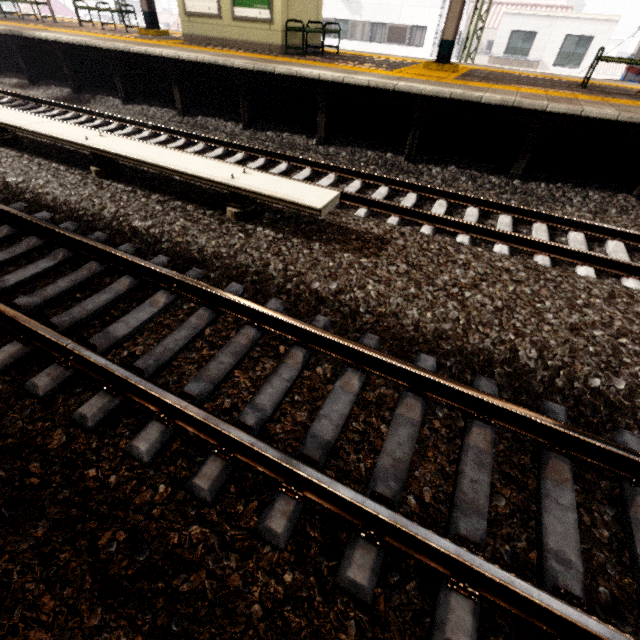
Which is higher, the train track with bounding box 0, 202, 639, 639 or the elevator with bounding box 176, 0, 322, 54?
the elevator with bounding box 176, 0, 322, 54

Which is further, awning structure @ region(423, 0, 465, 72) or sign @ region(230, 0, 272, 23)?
sign @ region(230, 0, 272, 23)

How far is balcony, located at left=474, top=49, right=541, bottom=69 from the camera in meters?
19.4

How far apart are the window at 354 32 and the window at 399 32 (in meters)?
1.09

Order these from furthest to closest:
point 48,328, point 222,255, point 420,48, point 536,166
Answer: point 420,48
point 536,166
point 222,255
point 48,328

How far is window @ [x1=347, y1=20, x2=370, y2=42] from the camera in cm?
2403

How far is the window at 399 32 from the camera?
23.2 meters

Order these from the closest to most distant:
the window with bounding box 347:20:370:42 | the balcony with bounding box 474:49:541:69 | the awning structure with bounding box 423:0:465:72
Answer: the awning structure with bounding box 423:0:465:72 < the balcony with bounding box 474:49:541:69 < the window with bounding box 347:20:370:42
